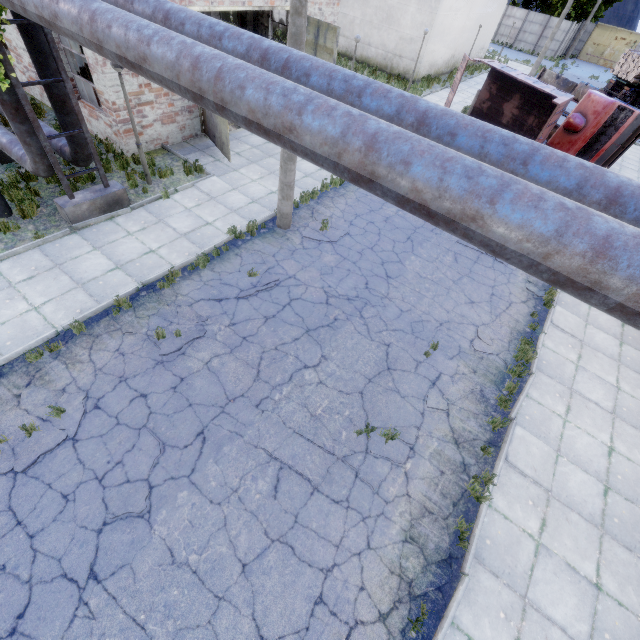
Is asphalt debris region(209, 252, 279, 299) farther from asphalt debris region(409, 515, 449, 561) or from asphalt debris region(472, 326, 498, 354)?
asphalt debris region(409, 515, 449, 561)

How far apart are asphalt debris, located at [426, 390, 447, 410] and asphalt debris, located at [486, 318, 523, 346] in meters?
1.0 m

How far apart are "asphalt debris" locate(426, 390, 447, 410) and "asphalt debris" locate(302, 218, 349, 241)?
5.34m

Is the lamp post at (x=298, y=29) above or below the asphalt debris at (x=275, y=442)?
above

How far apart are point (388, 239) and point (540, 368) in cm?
592

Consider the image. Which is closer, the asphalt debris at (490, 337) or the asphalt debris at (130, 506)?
the asphalt debris at (130, 506)

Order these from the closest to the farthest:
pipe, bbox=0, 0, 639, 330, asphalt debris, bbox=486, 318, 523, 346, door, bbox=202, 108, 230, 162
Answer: pipe, bbox=0, 0, 639, 330
asphalt debris, bbox=486, 318, 523, 346
door, bbox=202, 108, 230, 162

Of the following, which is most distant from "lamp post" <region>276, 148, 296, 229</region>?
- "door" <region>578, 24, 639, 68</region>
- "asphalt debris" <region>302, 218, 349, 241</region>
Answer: "door" <region>578, 24, 639, 68</region>
